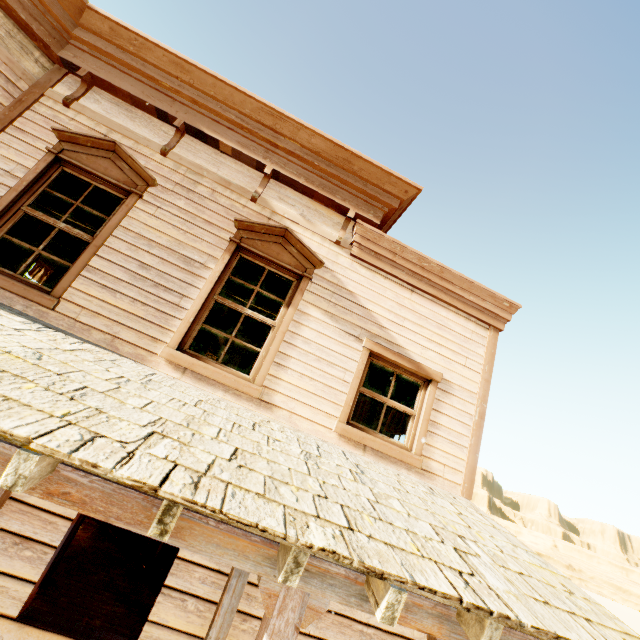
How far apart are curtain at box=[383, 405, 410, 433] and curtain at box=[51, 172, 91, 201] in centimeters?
564cm

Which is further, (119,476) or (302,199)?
(302,199)

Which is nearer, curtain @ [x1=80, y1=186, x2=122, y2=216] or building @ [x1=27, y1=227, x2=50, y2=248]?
curtain @ [x1=80, y1=186, x2=122, y2=216]

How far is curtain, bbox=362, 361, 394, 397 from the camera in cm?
466

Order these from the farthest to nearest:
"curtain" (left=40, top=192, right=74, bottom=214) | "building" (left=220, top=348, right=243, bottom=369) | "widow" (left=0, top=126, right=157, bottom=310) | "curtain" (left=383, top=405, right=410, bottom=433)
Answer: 1. "building" (left=220, top=348, right=243, bottom=369)
2. "curtain" (left=383, top=405, right=410, bottom=433)
3. "curtain" (left=40, top=192, right=74, bottom=214)
4. "widow" (left=0, top=126, right=157, bottom=310)

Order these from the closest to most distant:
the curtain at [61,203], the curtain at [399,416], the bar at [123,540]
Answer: the curtain at [61,203], the curtain at [399,416], the bar at [123,540]

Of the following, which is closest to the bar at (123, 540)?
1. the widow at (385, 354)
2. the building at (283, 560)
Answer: the building at (283, 560)

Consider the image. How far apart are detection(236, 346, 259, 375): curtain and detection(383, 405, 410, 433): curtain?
3.2m
